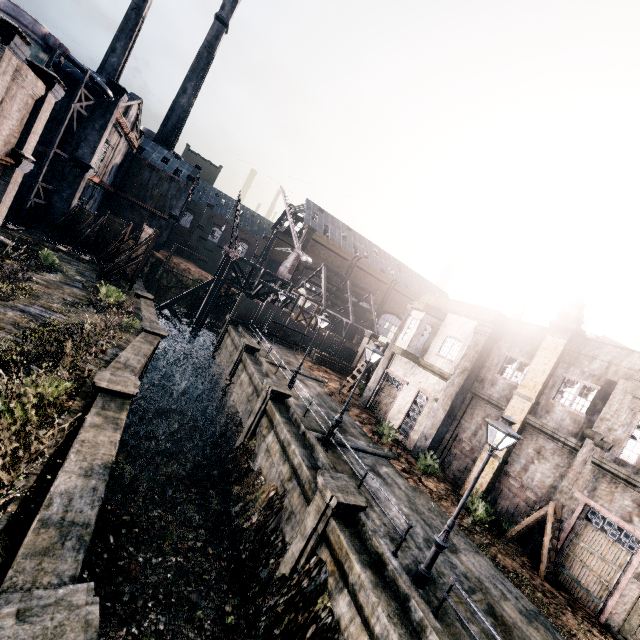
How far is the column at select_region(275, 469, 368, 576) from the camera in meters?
11.5

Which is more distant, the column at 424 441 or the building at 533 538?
the column at 424 441

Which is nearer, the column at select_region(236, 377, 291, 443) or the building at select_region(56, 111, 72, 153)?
the column at select_region(236, 377, 291, 443)

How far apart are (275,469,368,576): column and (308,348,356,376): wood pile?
21.5 meters

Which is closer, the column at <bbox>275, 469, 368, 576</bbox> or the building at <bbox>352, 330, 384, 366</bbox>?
the column at <bbox>275, 469, 368, 576</bbox>

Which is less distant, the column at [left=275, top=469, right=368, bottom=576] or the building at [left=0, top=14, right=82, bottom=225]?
the column at [left=275, top=469, right=368, bottom=576]

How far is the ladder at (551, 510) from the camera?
13.7 meters

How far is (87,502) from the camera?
7.4m
